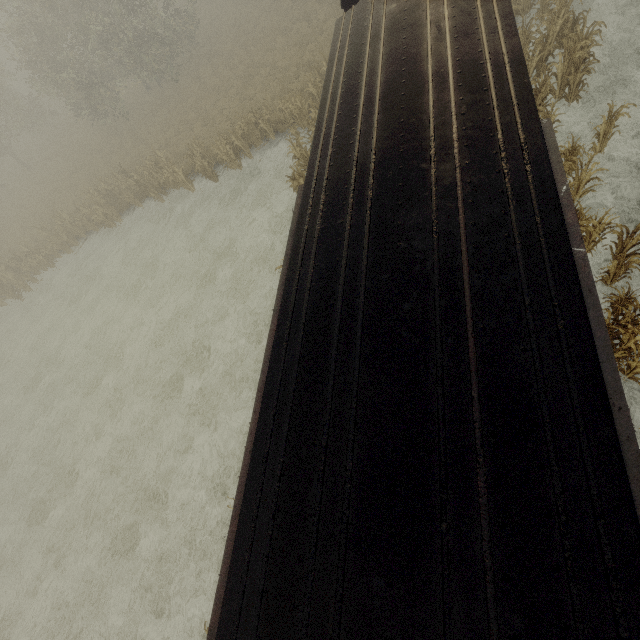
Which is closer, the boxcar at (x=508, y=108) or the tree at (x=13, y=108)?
the boxcar at (x=508, y=108)

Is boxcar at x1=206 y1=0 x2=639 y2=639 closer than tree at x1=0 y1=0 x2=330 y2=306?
Yes

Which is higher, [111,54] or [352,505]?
[352,505]
